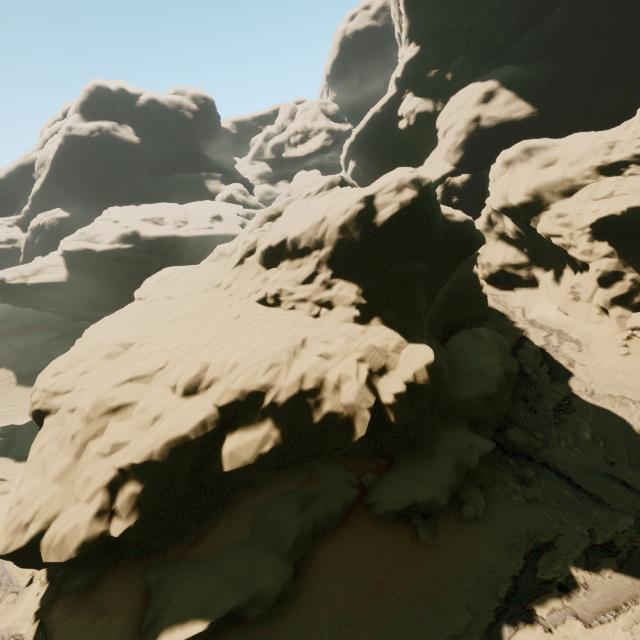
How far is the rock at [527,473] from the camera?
11.69m

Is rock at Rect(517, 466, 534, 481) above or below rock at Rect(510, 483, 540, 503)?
above

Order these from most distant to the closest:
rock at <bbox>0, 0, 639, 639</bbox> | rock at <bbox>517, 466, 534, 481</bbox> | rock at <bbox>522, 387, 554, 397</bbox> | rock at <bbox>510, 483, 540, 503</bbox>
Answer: rock at <bbox>522, 387, 554, 397</bbox>, rock at <bbox>517, 466, 534, 481</bbox>, rock at <bbox>510, 483, 540, 503</bbox>, rock at <bbox>0, 0, 639, 639</bbox>

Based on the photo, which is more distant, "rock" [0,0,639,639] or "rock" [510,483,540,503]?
"rock" [510,483,540,503]

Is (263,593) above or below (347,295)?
below

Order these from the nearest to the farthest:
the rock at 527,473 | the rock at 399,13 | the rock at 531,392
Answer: the rock at 399,13 → the rock at 527,473 → the rock at 531,392
